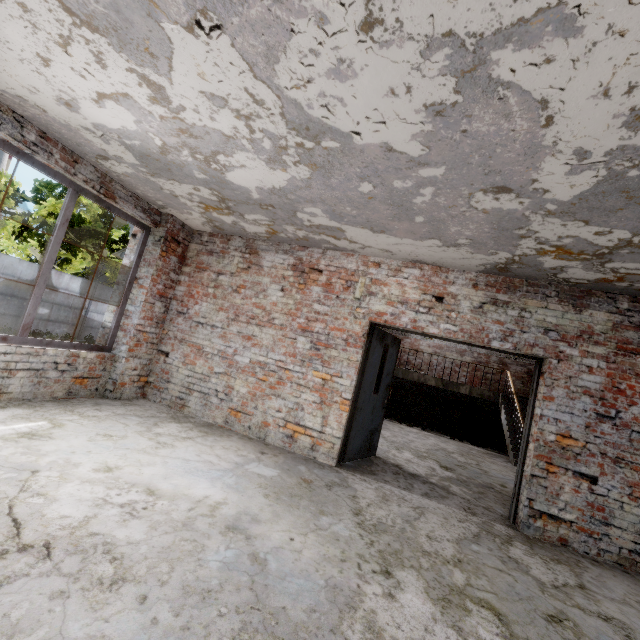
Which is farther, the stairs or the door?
the stairs

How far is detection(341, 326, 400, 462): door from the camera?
5.0 meters

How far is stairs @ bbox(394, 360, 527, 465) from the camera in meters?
8.9 m

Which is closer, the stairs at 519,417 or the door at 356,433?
the door at 356,433

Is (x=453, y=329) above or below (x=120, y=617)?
above

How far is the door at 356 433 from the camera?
5.03m
